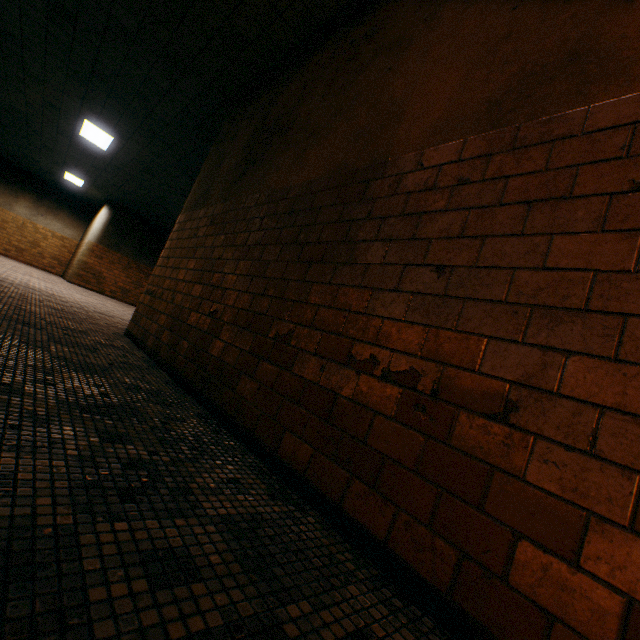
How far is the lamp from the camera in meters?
7.8

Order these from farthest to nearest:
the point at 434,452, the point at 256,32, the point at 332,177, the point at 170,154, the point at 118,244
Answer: the point at 118,244
the point at 170,154
the point at 256,32
the point at 332,177
the point at 434,452

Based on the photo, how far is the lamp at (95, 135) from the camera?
7.8m
